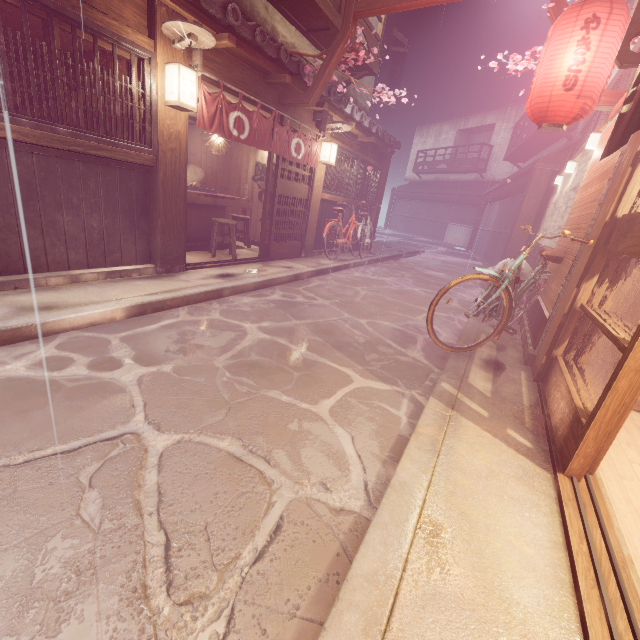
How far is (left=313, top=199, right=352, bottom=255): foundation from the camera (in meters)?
15.57

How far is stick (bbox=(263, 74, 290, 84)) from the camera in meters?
9.6 m

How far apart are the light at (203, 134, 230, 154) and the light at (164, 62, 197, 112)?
5.22m

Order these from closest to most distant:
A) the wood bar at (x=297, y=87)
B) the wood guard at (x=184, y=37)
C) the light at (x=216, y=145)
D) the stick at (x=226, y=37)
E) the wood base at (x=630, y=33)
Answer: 1. the wood base at (x=630, y=33)
2. the wood guard at (x=184, y=37)
3. the stick at (x=226, y=37)
4. the wood bar at (x=297, y=87)
5. the light at (x=216, y=145)

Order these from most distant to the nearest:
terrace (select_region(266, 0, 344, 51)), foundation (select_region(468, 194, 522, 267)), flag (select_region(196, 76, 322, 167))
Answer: foundation (select_region(468, 194, 522, 267)) < terrace (select_region(266, 0, 344, 51)) < flag (select_region(196, 76, 322, 167))

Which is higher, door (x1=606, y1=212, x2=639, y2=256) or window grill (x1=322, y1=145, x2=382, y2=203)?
window grill (x1=322, y1=145, x2=382, y2=203)

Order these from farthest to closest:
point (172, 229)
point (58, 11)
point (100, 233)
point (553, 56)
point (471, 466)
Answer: point (172, 229) < point (100, 233) < point (553, 56) < point (58, 11) < point (471, 466)

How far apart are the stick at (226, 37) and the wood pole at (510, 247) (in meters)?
15.84
